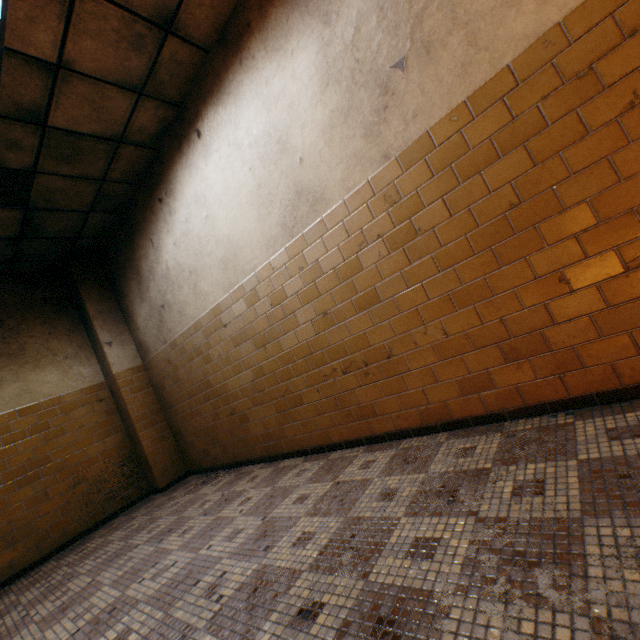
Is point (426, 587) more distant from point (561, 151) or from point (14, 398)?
point (14, 398)

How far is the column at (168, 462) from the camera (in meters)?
5.00

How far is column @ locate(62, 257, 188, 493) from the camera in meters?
5.0 m
